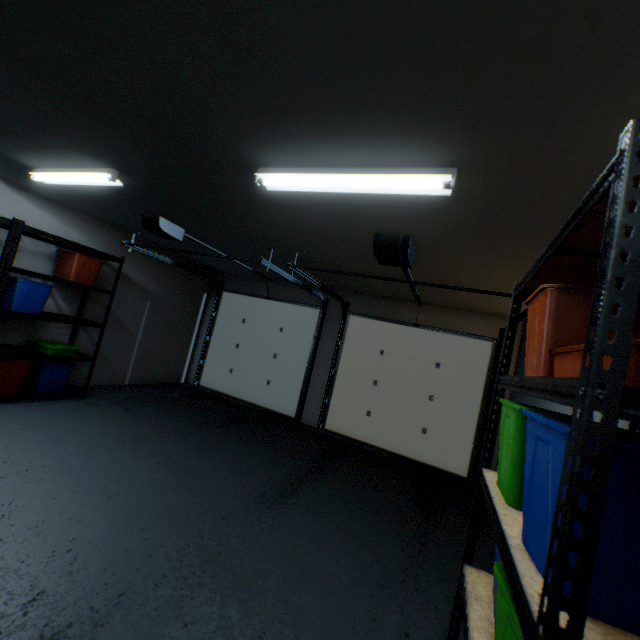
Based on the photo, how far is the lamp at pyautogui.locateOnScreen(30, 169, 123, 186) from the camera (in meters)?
2.68

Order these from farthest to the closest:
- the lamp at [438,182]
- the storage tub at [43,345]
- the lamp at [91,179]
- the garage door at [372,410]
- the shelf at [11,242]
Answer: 1. the garage door at [372,410]
2. the storage tub at [43,345]
3. the shelf at [11,242]
4. the lamp at [91,179]
5. the lamp at [438,182]

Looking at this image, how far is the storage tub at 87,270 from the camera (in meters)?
4.02

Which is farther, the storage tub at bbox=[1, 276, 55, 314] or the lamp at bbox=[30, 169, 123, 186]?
the storage tub at bbox=[1, 276, 55, 314]

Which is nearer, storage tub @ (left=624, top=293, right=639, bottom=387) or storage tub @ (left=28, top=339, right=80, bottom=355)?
storage tub @ (left=624, top=293, right=639, bottom=387)

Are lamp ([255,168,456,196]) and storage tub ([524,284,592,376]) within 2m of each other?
yes

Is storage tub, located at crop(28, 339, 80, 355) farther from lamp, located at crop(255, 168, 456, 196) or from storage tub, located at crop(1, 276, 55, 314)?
lamp, located at crop(255, 168, 456, 196)

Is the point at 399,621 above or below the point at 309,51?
below
